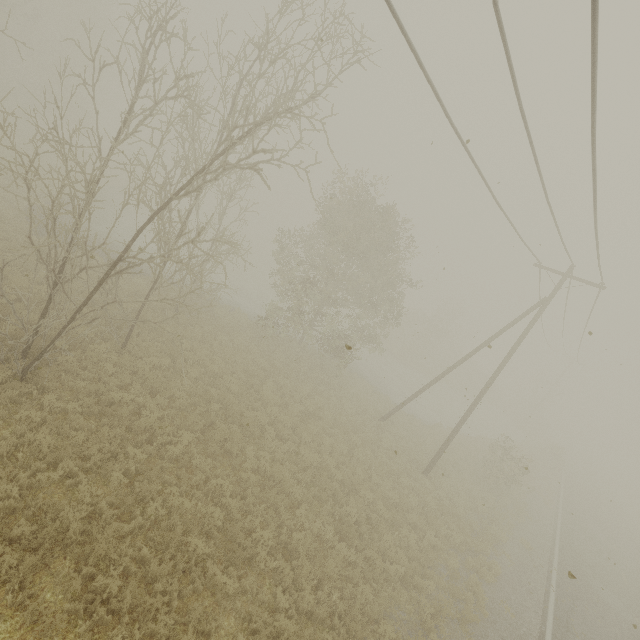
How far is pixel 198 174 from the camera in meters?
7.7 m
